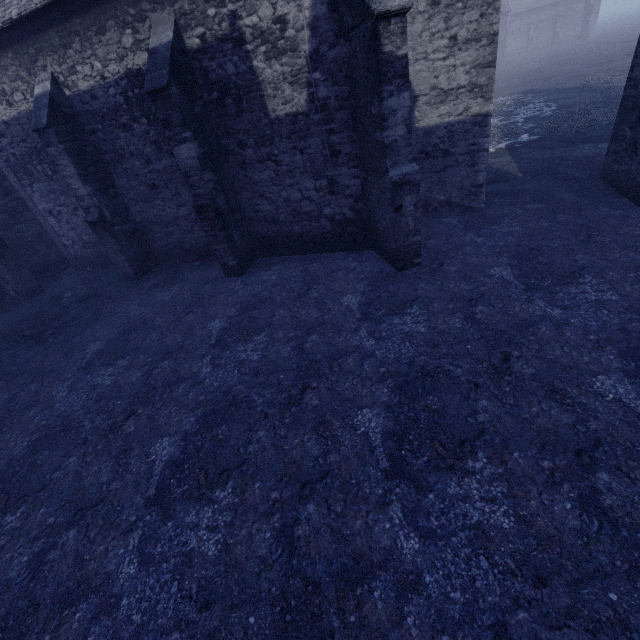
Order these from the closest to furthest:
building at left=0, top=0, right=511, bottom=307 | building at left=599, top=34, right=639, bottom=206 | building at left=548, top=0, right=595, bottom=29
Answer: building at left=0, top=0, right=511, bottom=307 → building at left=599, top=34, right=639, bottom=206 → building at left=548, top=0, right=595, bottom=29

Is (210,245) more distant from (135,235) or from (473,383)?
(473,383)

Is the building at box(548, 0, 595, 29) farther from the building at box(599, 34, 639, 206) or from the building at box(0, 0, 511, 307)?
the building at box(0, 0, 511, 307)

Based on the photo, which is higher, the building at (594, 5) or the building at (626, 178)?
the building at (594, 5)

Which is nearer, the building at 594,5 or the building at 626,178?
the building at 626,178

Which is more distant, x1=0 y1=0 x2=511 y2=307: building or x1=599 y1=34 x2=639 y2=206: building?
x1=599 y1=34 x2=639 y2=206: building
